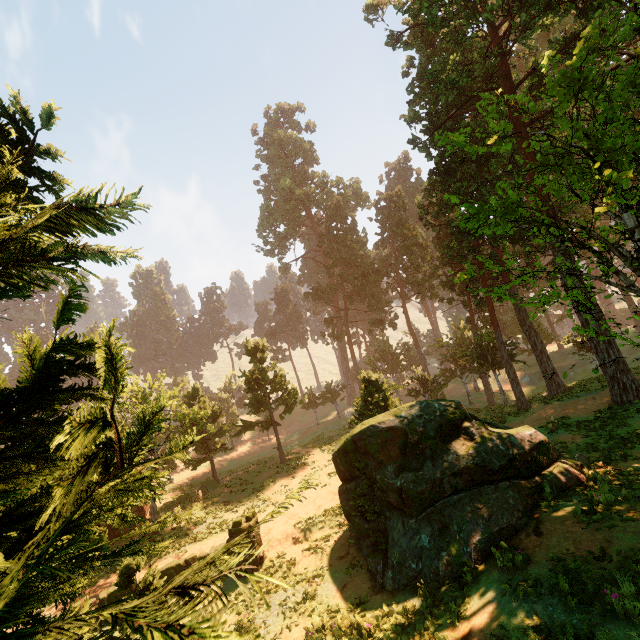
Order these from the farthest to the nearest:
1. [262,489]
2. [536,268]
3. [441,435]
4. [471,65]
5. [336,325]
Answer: [536,268]
[336,325]
[471,65]
[262,489]
[441,435]
